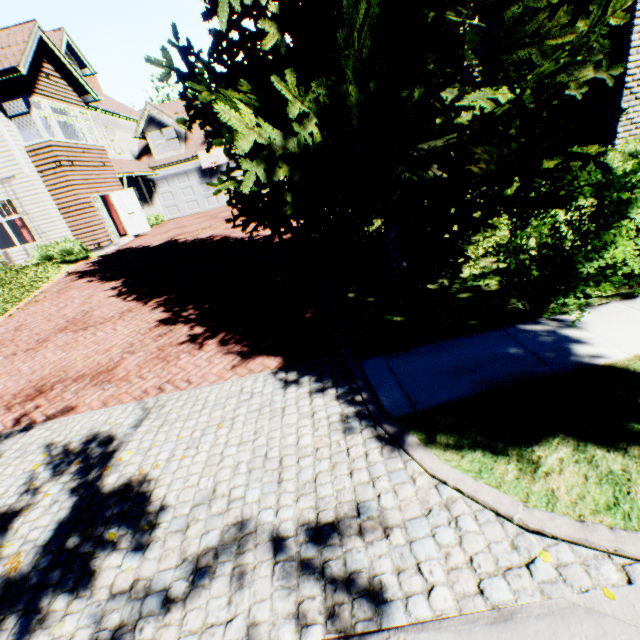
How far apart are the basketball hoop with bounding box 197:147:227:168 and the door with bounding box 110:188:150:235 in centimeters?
626cm

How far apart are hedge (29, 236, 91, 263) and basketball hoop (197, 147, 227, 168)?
10.3 meters

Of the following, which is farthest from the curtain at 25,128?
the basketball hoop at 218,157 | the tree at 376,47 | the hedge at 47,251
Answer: the tree at 376,47

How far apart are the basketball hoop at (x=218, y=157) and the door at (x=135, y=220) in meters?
6.3

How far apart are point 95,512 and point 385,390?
3.4 meters

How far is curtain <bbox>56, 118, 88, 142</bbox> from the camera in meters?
15.5 m

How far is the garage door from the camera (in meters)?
22.48

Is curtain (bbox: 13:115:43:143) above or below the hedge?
above
